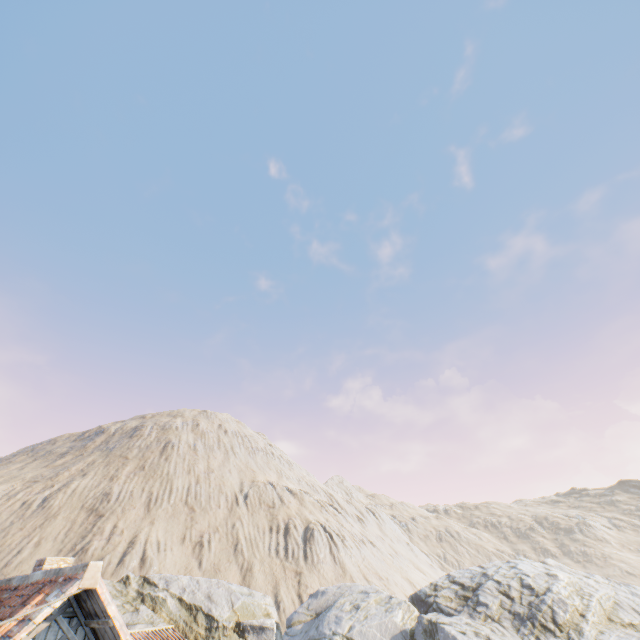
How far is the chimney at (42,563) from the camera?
6.6 meters

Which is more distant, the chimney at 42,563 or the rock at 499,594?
the rock at 499,594

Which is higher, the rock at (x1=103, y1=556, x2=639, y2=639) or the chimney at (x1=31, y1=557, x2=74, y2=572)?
the chimney at (x1=31, y1=557, x2=74, y2=572)

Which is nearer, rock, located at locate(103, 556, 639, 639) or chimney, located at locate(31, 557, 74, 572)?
chimney, located at locate(31, 557, 74, 572)

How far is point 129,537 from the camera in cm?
4331

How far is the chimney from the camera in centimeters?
664cm
